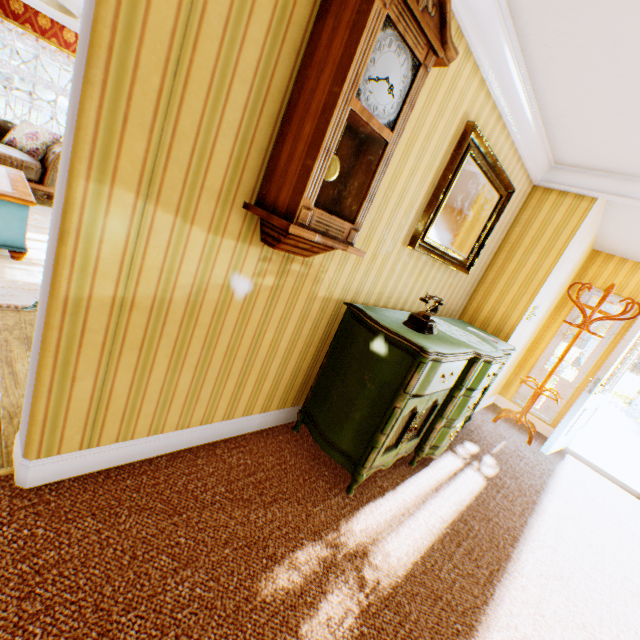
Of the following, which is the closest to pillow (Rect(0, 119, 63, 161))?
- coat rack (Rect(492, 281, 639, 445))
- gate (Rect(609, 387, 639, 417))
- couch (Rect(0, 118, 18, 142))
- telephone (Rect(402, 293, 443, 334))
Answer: couch (Rect(0, 118, 18, 142))

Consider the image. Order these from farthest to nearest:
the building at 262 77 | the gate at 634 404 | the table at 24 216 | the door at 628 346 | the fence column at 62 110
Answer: the gate at 634 404 < the fence column at 62 110 < the door at 628 346 < the table at 24 216 < the building at 262 77

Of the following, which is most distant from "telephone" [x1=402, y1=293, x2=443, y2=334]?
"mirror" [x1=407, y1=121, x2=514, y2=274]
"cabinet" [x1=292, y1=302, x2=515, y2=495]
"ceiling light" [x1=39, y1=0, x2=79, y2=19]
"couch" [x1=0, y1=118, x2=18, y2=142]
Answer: "couch" [x1=0, y1=118, x2=18, y2=142]

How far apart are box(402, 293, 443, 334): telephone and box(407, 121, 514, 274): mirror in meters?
0.5

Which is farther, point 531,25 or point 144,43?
point 531,25

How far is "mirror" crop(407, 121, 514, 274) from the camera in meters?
2.5 m

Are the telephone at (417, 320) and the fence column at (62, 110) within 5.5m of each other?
no

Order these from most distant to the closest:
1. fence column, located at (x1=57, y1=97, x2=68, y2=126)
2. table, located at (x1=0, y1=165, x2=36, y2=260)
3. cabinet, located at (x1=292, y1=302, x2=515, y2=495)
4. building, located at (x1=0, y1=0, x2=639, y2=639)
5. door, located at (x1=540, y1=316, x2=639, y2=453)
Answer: fence column, located at (x1=57, y1=97, x2=68, y2=126) < door, located at (x1=540, y1=316, x2=639, y2=453) < table, located at (x1=0, y1=165, x2=36, y2=260) < cabinet, located at (x1=292, y1=302, x2=515, y2=495) < building, located at (x1=0, y1=0, x2=639, y2=639)
